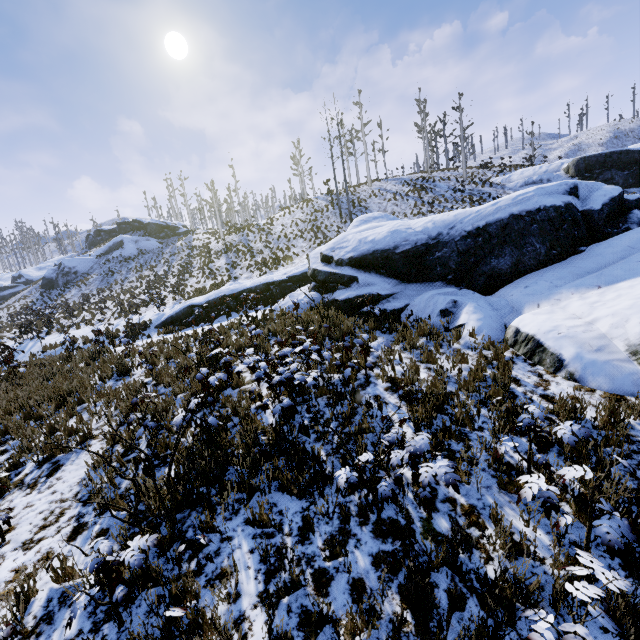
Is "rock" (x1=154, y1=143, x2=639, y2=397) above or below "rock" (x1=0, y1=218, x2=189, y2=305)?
below

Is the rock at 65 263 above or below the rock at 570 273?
above

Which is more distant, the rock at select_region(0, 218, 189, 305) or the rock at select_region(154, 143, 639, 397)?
the rock at select_region(0, 218, 189, 305)

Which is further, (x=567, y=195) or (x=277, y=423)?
(x=567, y=195)

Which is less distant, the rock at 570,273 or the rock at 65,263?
the rock at 570,273
